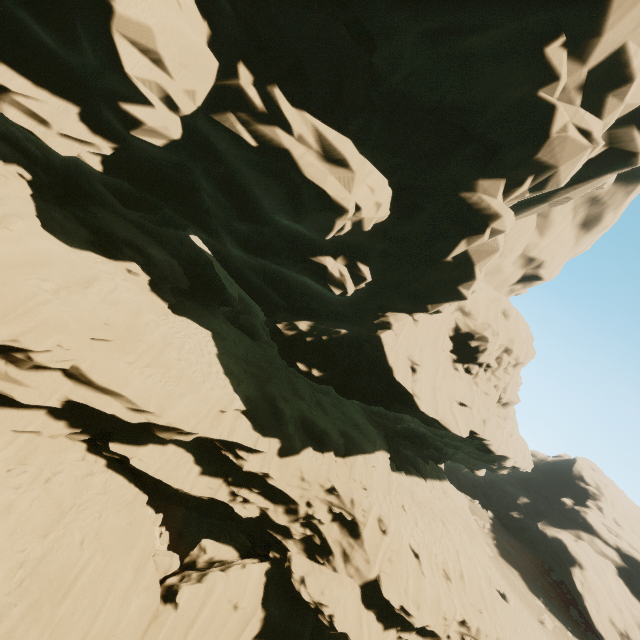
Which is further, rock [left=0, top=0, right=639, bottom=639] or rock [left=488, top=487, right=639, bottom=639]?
rock [left=488, top=487, right=639, bottom=639]

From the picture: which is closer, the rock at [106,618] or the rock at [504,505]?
the rock at [106,618]

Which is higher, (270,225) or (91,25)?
(91,25)
